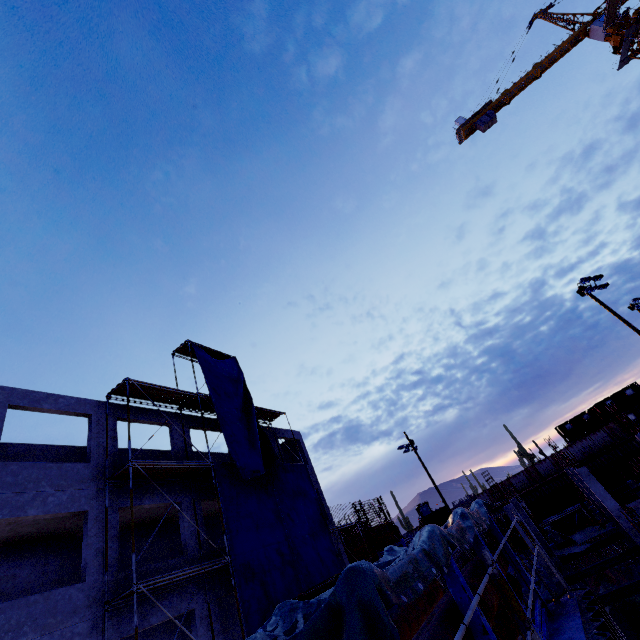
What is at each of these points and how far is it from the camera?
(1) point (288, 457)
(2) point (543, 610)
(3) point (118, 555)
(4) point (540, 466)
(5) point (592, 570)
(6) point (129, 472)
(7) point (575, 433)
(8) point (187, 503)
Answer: (1) concrete column, 26.92m
(2) pipe, 5.25m
(3) concrete column, 11.69m
(4) fence, 45.56m
(5) steel beam, 18.19m
(6) scaffolding, 12.19m
(7) cargo container, 48.62m
(8) concrete column, 15.10m

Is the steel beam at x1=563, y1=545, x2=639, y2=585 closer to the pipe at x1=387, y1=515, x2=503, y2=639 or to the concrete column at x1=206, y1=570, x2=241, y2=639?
the concrete column at x1=206, y1=570, x2=241, y2=639

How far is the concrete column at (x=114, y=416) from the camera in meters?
13.6 m

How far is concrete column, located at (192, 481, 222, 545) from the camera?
15.23m

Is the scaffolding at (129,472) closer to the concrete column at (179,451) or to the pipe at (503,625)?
the concrete column at (179,451)

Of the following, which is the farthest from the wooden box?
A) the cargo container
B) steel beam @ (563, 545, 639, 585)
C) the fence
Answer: the cargo container
